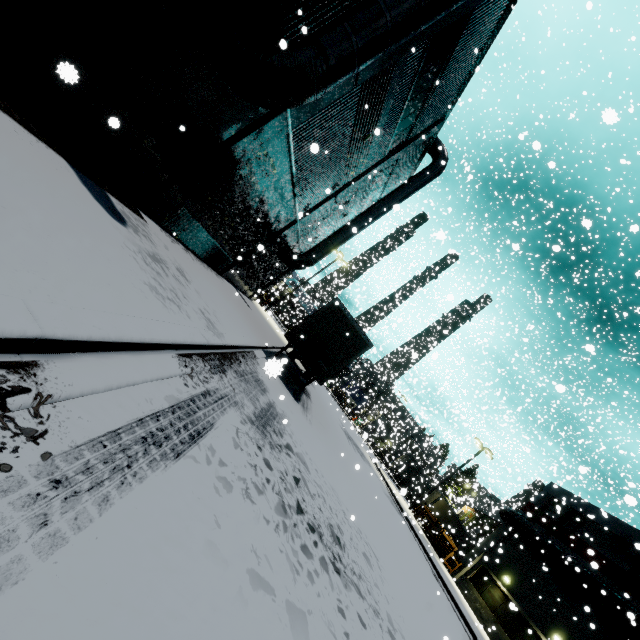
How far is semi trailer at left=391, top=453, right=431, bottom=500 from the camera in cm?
3881

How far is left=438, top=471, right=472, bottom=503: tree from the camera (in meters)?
33.91

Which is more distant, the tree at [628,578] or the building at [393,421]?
the building at [393,421]

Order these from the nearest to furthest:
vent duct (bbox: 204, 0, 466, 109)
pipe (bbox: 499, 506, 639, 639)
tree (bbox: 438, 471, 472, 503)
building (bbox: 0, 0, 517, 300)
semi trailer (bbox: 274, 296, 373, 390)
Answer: building (bbox: 0, 0, 517, 300) < vent duct (bbox: 204, 0, 466, 109) < semi trailer (bbox: 274, 296, 373, 390) < pipe (bbox: 499, 506, 639, 639) < tree (bbox: 438, 471, 472, 503)

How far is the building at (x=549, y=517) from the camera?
23.0m

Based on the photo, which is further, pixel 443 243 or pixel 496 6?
pixel 443 243

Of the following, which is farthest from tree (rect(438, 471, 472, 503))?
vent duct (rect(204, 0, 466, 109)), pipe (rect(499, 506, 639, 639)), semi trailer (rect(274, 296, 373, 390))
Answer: vent duct (rect(204, 0, 466, 109))
